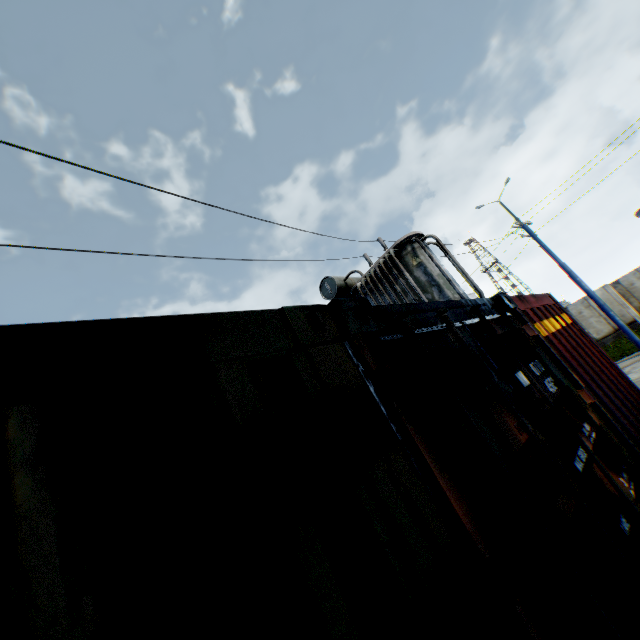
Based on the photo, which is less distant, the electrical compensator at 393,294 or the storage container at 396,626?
the storage container at 396,626

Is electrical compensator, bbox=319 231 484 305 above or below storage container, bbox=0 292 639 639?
above

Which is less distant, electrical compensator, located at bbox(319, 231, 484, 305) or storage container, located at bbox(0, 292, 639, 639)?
storage container, located at bbox(0, 292, 639, 639)

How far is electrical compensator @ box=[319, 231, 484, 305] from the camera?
8.25m

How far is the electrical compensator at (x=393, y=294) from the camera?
8.2 meters

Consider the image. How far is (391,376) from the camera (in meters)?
1.41
